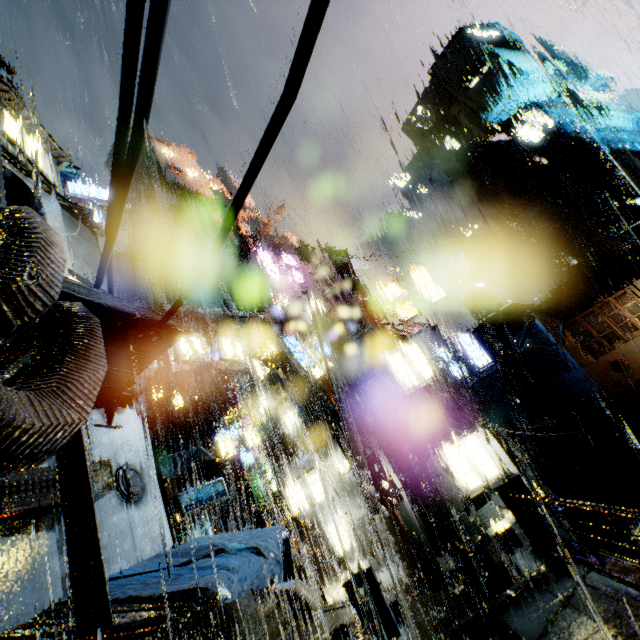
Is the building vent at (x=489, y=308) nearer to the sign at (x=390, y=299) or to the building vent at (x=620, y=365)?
the building vent at (x=620, y=365)

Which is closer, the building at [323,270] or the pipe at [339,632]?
the pipe at [339,632]

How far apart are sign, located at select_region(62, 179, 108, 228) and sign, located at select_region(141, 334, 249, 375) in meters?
9.0

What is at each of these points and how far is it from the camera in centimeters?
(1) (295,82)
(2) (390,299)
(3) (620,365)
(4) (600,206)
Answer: (1) power line, 138cm
(2) sign, 2264cm
(3) building vent, 2122cm
(4) building vent, 3953cm

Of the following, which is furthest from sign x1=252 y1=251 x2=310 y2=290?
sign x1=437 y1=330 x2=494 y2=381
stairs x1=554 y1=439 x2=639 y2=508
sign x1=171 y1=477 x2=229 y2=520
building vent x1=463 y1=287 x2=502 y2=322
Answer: building vent x1=463 y1=287 x2=502 y2=322

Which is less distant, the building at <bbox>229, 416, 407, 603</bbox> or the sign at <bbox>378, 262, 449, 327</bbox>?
the building at <bbox>229, 416, 407, 603</bbox>

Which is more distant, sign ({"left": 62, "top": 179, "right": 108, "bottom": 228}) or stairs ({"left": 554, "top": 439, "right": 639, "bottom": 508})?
stairs ({"left": 554, "top": 439, "right": 639, "bottom": 508})

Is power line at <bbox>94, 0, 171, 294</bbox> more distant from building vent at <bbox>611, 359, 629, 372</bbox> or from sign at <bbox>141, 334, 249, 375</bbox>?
building vent at <bbox>611, 359, 629, 372</bbox>
